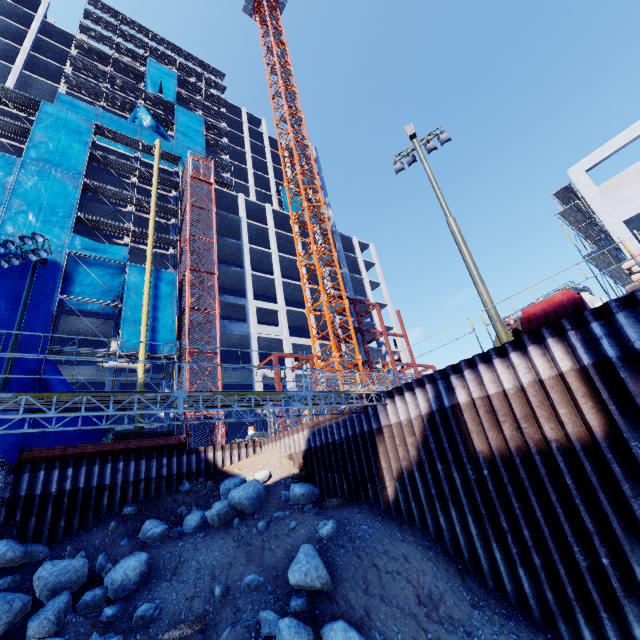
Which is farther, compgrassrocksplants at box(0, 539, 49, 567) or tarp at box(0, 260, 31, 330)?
tarp at box(0, 260, 31, 330)

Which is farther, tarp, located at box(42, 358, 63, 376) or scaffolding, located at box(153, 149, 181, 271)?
scaffolding, located at box(153, 149, 181, 271)

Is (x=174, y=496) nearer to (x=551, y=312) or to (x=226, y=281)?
(x=551, y=312)

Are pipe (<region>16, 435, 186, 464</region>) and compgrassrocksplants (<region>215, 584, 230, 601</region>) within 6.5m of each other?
no

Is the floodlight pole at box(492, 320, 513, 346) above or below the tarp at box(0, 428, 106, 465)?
below

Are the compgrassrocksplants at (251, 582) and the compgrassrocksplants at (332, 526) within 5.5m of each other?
yes

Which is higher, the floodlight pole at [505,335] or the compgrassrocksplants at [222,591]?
the floodlight pole at [505,335]

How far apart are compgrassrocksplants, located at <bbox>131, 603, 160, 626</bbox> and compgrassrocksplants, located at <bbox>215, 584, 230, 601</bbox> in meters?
1.7 m
